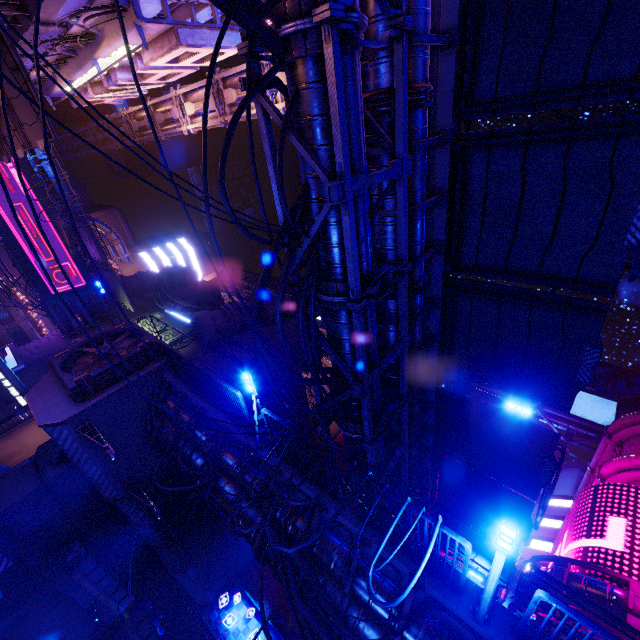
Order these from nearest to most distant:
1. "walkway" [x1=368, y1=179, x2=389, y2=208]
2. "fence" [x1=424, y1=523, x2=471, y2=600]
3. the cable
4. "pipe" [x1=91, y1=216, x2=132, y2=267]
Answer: the cable, "fence" [x1=424, y1=523, x2=471, y2=600], "walkway" [x1=368, y1=179, x2=389, y2=208], "pipe" [x1=91, y1=216, x2=132, y2=267]

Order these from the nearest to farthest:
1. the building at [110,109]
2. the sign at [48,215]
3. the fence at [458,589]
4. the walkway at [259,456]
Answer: the fence at [458,589]
the walkway at [259,456]
the sign at [48,215]
the building at [110,109]

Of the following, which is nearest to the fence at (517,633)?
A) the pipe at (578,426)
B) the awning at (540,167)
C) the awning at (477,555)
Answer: the awning at (540,167)

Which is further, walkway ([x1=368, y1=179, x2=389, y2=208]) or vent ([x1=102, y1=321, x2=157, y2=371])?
vent ([x1=102, y1=321, x2=157, y2=371])

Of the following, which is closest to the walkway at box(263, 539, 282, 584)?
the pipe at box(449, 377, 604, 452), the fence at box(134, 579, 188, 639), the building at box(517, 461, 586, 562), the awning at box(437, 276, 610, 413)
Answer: the fence at box(134, 579, 188, 639)

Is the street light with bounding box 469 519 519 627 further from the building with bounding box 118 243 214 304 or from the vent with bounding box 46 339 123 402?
the building with bounding box 118 243 214 304

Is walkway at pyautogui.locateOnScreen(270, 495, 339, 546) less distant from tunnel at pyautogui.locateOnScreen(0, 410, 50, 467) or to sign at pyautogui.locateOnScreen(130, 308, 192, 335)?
sign at pyautogui.locateOnScreen(130, 308, 192, 335)

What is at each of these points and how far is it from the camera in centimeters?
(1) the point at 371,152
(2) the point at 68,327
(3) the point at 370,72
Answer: (1) walkway, 802cm
(2) pipe, 3061cm
(3) walkway, 729cm
